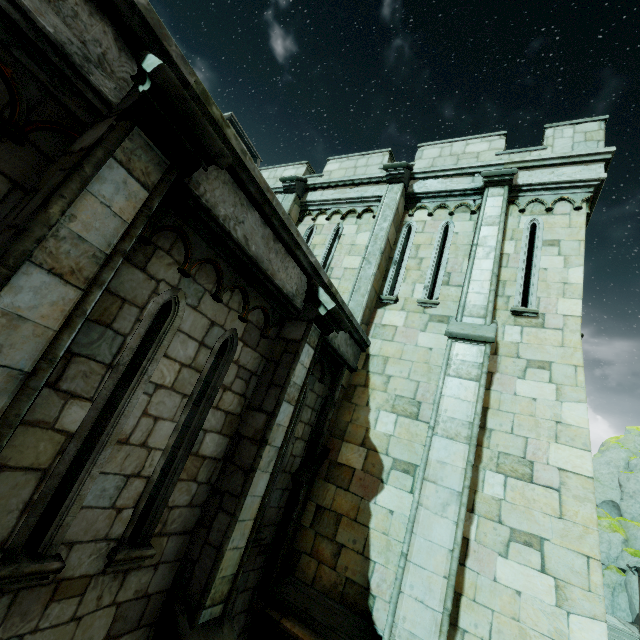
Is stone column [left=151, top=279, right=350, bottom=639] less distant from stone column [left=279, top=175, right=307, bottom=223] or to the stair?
stone column [left=279, top=175, right=307, bottom=223]

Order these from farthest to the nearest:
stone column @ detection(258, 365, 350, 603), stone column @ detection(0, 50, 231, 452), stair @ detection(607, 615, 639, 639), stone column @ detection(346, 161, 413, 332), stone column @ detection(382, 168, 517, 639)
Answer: stair @ detection(607, 615, 639, 639) < stone column @ detection(346, 161, 413, 332) < stone column @ detection(258, 365, 350, 603) < stone column @ detection(382, 168, 517, 639) < stone column @ detection(0, 50, 231, 452)

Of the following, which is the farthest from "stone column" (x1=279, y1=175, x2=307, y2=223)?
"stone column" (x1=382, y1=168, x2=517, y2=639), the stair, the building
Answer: the stair

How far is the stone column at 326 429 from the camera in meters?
5.4 m

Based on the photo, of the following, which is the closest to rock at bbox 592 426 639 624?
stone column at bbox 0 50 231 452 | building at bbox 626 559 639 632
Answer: building at bbox 626 559 639 632

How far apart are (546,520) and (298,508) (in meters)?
4.00

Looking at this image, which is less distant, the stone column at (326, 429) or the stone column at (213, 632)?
the stone column at (213, 632)

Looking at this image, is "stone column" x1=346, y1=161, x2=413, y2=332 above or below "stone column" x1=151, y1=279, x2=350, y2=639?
above
